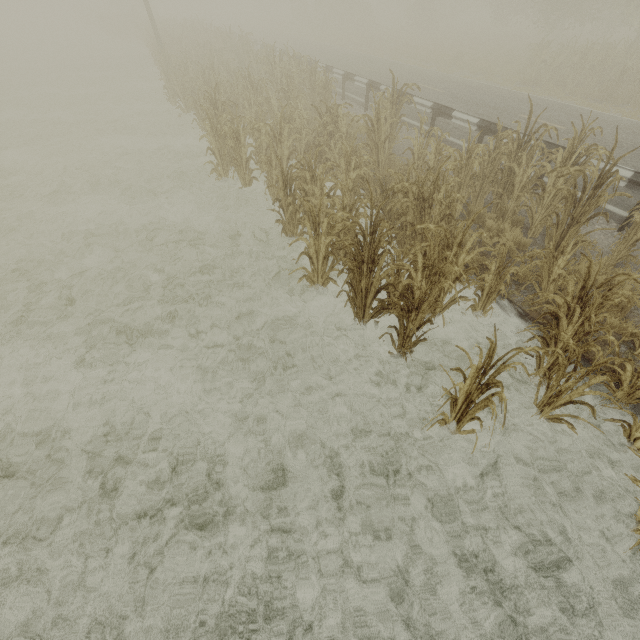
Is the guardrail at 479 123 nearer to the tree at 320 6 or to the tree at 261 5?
the tree at 320 6

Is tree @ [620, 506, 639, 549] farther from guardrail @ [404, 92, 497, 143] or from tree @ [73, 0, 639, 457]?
guardrail @ [404, 92, 497, 143]

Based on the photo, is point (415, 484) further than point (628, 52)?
No

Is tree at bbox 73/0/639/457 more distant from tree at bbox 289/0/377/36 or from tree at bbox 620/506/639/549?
tree at bbox 289/0/377/36

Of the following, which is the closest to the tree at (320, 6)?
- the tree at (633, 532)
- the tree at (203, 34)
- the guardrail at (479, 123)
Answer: the guardrail at (479, 123)

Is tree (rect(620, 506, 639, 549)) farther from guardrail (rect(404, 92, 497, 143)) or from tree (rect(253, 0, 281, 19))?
tree (rect(253, 0, 281, 19))

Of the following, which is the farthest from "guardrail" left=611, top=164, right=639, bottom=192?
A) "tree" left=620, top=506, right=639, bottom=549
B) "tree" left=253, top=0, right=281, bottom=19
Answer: "tree" left=253, top=0, right=281, bottom=19
